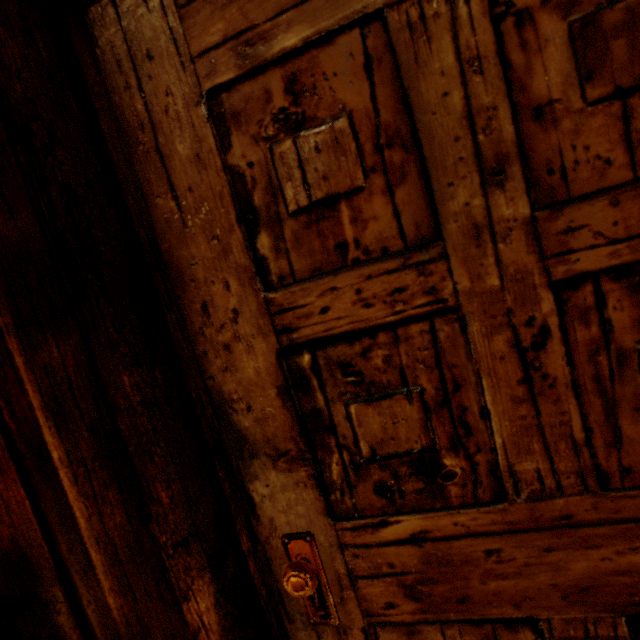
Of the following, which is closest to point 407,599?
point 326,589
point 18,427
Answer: point 326,589
